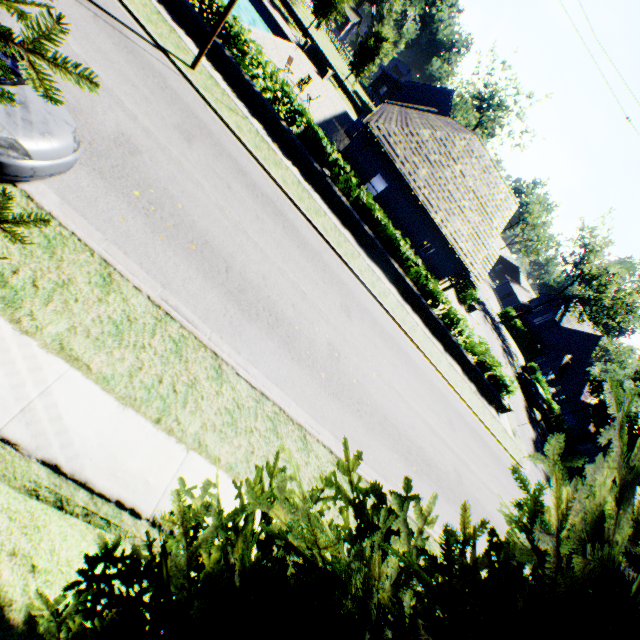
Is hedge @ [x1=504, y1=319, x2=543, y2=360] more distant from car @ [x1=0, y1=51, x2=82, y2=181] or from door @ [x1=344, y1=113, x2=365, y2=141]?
car @ [x1=0, y1=51, x2=82, y2=181]

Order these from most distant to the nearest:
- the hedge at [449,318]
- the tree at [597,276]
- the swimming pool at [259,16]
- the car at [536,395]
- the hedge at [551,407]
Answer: the tree at [597,276] → the hedge at [551,407] → the car at [536,395] → the swimming pool at [259,16] → the hedge at [449,318]

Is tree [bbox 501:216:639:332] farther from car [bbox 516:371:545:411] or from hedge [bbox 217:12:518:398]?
hedge [bbox 217:12:518:398]

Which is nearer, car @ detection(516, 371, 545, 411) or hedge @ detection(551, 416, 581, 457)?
hedge @ detection(551, 416, 581, 457)

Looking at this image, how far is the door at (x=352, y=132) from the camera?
28.41m

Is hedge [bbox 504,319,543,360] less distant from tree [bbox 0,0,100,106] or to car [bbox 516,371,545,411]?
tree [bbox 0,0,100,106]

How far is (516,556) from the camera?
2.1 meters

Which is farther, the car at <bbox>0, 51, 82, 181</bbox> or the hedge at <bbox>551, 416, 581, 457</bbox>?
the hedge at <bbox>551, 416, 581, 457</bbox>
